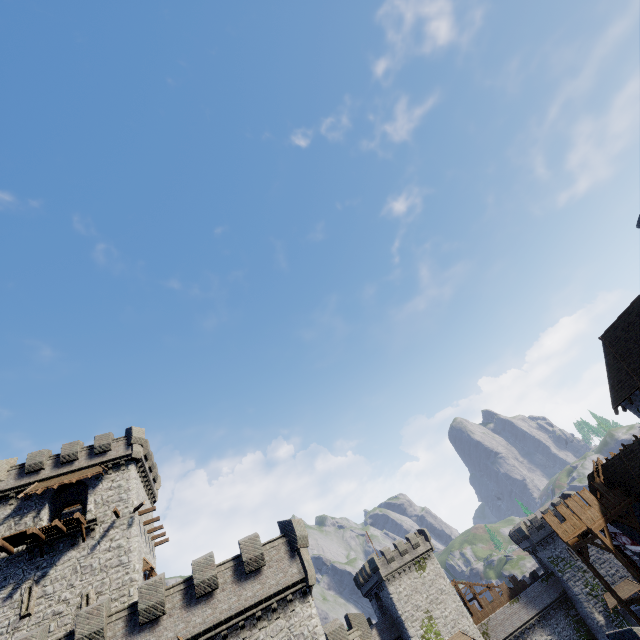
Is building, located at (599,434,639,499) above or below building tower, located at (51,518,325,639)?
below

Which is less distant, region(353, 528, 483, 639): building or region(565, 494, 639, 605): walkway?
region(565, 494, 639, 605): walkway

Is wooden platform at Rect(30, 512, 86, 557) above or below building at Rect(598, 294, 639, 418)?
above

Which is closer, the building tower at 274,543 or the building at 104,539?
the building tower at 274,543

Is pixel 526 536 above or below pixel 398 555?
below

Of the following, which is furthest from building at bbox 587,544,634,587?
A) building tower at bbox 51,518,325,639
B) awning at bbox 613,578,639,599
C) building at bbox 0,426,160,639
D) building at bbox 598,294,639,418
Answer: building at bbox 0,426,160,639

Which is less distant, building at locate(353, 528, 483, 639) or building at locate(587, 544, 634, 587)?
building at locate(353, 528, 483, 639)

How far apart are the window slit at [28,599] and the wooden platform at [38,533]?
2.8m
